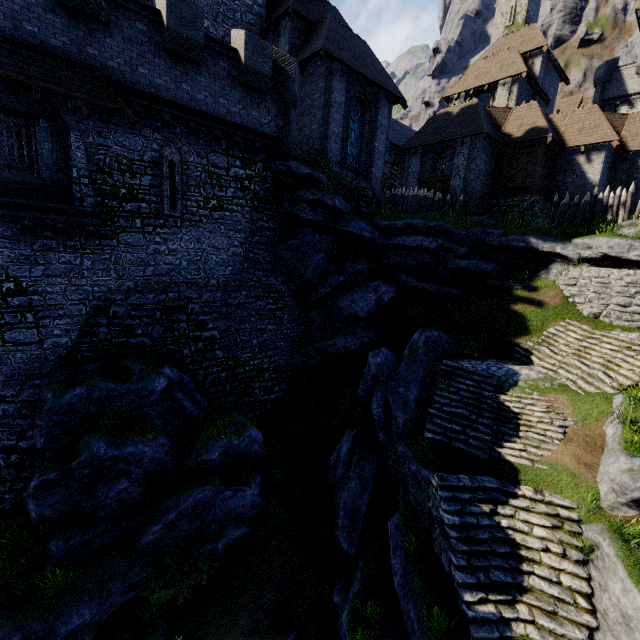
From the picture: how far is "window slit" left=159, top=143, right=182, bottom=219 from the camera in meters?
12.8 m

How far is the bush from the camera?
9.9m

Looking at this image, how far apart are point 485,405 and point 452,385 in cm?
143

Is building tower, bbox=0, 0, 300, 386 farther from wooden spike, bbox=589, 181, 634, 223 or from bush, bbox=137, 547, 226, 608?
wooden spike, bbox=589, 181, 634, 223

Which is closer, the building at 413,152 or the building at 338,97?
the building at 338,97

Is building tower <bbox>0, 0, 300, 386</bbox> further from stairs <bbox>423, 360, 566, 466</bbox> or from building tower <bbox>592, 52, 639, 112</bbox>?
building tower <bbox>592, 52, 639, 112</bbox>

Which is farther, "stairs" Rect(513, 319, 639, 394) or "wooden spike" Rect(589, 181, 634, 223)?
"wooden spike" Rect(589, 181, 634, 223)

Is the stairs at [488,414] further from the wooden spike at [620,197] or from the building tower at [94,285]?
the wooden spike at [620,197]
